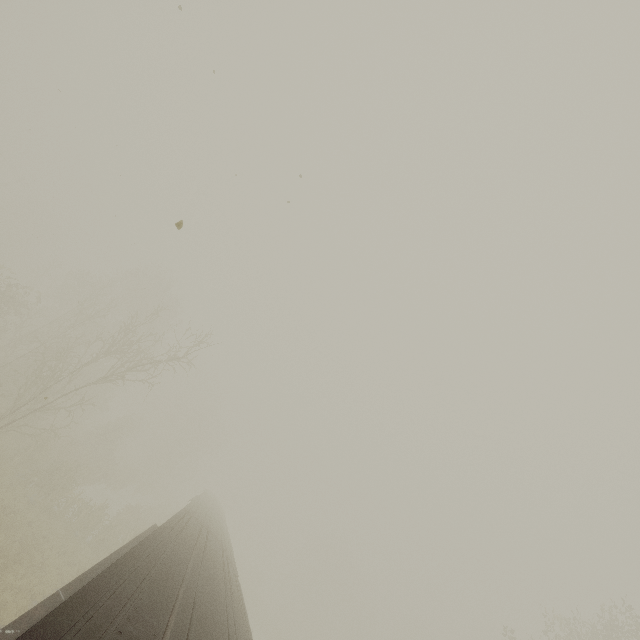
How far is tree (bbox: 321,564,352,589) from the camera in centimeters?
5791cm

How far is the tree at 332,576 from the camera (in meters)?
57.91

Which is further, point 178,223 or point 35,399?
point 35,399

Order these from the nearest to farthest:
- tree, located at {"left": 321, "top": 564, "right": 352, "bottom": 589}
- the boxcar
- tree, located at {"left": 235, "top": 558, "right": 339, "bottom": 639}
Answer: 1. the boxcar
2. tree, located at {"left": 235, "top": 558, "right": 339, "bottom": 639}
3. tree, located at {"left": 321, "top": 564, "right": 352, "bottom": 589}

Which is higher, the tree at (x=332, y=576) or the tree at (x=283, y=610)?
the tree at (x=332, y=576)

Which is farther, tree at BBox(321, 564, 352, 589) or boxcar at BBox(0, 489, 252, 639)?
tree at BBox(321, 564, 352, 589)

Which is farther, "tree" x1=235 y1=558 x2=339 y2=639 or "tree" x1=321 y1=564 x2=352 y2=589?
"tree" x1=321 y1=564 x2=352 y2=589
